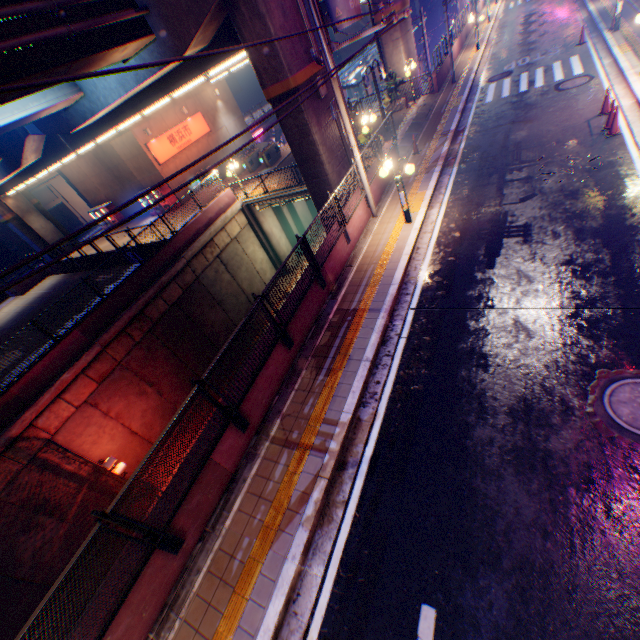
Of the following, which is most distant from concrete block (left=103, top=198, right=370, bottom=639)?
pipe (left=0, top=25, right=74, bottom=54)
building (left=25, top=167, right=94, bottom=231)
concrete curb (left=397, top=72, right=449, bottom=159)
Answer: building (left=25, top=167, right=94, bottom=231)

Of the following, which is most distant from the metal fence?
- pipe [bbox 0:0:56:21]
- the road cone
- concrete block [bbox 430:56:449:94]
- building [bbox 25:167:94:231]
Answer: building [bbox 25:167:94:231]

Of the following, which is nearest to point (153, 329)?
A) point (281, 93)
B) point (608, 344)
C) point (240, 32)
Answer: point (281, 93)

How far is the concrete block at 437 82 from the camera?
20.41m

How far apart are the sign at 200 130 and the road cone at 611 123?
26.0 meters

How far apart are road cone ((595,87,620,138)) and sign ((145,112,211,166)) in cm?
2604

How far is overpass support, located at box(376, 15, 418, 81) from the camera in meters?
19.9 m

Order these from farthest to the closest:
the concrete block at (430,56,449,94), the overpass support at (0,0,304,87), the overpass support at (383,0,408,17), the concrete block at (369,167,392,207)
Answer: the concrete block at (430,56,449,94) → the overpass support at (383,0,408,17) → the concrete block at (369,167,392,207) → the overpass support at (0,0,304,87)
